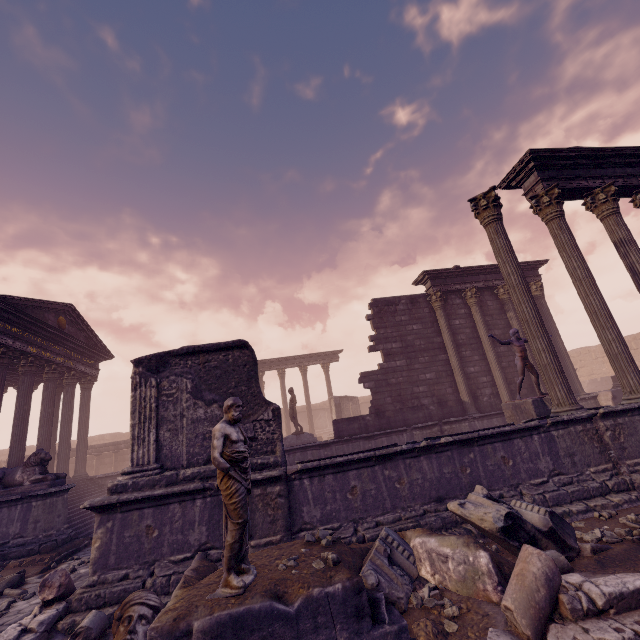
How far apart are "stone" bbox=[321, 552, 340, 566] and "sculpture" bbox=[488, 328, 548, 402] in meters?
A: 8.5

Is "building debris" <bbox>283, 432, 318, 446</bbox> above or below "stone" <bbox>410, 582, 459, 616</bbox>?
above

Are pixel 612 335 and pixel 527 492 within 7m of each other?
yes

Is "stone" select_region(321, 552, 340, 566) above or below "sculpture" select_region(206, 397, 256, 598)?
below

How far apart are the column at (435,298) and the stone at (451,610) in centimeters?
1010cm

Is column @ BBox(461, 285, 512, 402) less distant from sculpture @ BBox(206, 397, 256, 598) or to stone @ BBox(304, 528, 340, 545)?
stone @ BBox(304, 528, 340, 545)

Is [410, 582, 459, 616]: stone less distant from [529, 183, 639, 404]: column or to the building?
[529, 183, 639, 404]: column

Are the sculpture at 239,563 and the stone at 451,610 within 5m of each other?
yes
